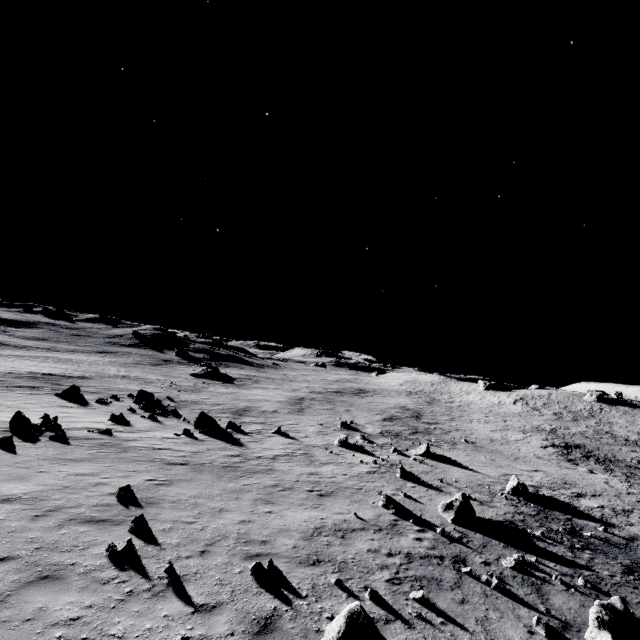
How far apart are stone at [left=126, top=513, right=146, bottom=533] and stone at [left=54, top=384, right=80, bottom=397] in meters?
25.2 m

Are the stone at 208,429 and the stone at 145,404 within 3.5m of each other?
no

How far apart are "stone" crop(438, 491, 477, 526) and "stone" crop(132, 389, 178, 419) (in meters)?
23.65

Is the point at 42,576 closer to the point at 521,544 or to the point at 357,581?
the point at 357,581

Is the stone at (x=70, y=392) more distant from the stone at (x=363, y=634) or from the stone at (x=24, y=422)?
the stone at (x=363, y=634)

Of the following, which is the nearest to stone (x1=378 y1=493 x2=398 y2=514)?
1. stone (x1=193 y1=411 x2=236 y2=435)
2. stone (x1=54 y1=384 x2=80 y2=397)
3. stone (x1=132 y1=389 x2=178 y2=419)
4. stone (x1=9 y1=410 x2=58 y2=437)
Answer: stone (x1=193 y1=411 x2=236 y2=435)

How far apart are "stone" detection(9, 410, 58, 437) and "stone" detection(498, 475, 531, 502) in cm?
2568

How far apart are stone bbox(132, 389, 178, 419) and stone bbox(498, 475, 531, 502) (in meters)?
27.17
